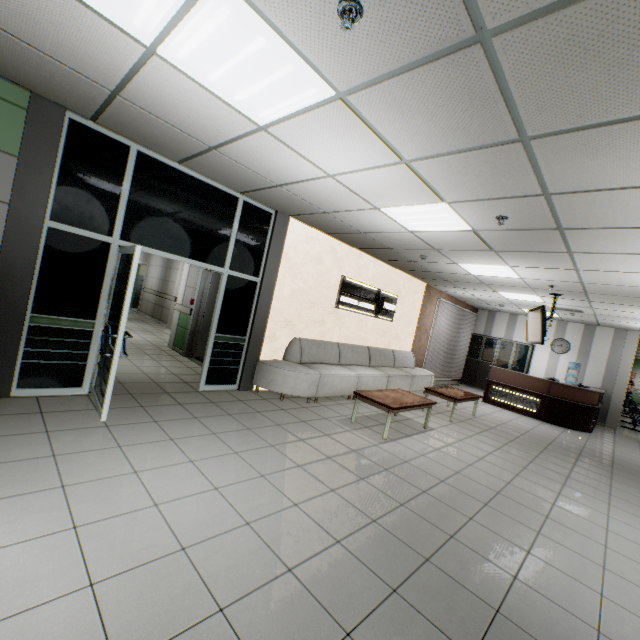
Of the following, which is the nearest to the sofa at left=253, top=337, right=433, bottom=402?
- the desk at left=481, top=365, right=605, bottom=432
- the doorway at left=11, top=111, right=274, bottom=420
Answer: the doorway at left=11, top=111, right=274, bottom=420

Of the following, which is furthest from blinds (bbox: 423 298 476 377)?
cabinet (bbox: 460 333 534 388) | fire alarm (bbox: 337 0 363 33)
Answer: fire alarm (bbox: 337 0 363 33)

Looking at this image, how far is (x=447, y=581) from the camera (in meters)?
2.30

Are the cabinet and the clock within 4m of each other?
yes

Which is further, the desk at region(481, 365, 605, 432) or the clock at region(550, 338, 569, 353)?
the clock at region(550, 338, 569, 353)

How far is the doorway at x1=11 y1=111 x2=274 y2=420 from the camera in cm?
369

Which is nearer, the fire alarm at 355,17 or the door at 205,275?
the fire alarm at 355,17

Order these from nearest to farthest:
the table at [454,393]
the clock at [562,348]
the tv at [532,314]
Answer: the table at [454,393] < the tv at [532,314] < the clock at [562,348]
